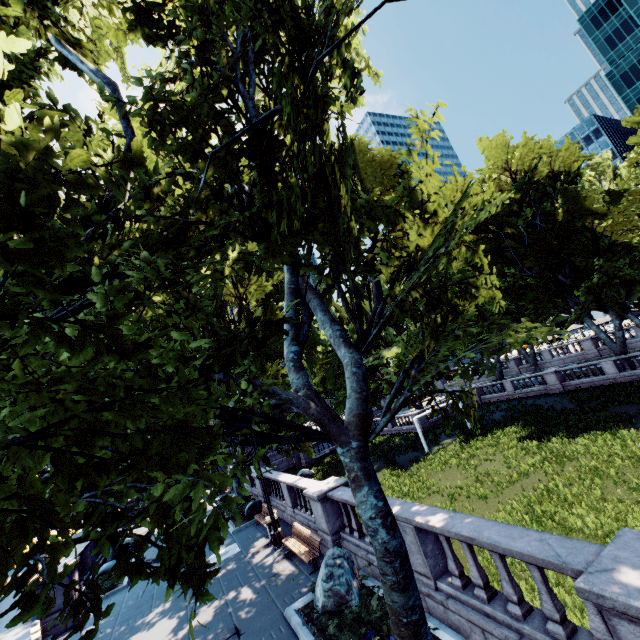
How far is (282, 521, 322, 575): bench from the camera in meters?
11.0 m

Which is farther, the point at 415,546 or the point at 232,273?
the point at 232,273

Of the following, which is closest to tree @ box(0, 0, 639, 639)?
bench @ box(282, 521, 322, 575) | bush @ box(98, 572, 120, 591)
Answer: bush @ box(98, 572, 120, 591)

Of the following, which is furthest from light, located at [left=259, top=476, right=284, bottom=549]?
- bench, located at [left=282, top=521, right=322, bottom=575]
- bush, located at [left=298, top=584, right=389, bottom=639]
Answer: bush, located at [left=298, top=584, right=389, bottom=639]

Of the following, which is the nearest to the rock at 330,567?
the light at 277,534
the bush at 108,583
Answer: the light at 277,534

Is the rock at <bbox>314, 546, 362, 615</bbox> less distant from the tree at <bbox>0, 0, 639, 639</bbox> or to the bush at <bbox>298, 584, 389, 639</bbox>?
the bush at <bbox>298, 584, 389, 639</bbox>

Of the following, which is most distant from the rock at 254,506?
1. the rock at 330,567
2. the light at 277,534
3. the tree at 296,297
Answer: the rock at 330,567

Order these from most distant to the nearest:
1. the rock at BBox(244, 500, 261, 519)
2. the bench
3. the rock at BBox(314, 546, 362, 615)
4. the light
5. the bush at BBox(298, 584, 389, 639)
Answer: the rock at BBox(244, 500, 261, 519) < the light < the bench < the rock at BBox(314, 546, 362, 615) < the bush at BBox(298, 584, 389, 639)
